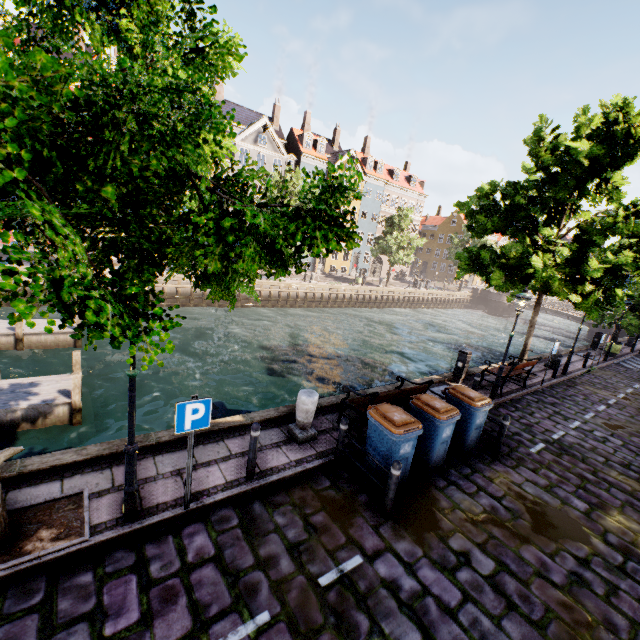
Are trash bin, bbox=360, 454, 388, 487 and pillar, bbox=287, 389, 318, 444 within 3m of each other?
yes

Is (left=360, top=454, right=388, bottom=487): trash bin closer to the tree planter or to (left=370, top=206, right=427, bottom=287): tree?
(left=370, top=206, right=427, bottom=287): tree

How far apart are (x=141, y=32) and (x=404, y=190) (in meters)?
50.25

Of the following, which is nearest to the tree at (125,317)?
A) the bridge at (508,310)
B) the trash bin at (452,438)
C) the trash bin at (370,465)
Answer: the bridge at (508,310)

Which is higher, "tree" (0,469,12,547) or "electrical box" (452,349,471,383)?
"electrical box" (452,349,471,383)

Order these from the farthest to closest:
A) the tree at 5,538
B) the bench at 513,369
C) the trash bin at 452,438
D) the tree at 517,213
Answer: the bench at 513,369
the tree at 517,213
the trash bin at 452,438
the tree at 5,538

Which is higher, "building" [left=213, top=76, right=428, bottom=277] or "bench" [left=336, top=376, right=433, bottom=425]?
"building" [left=213, top=76, right=428, bottom=277]

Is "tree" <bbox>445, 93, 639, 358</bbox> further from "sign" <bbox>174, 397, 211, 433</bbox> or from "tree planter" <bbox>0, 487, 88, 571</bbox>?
"sign" <bbox>174, 397, 211, 433</bbox>
